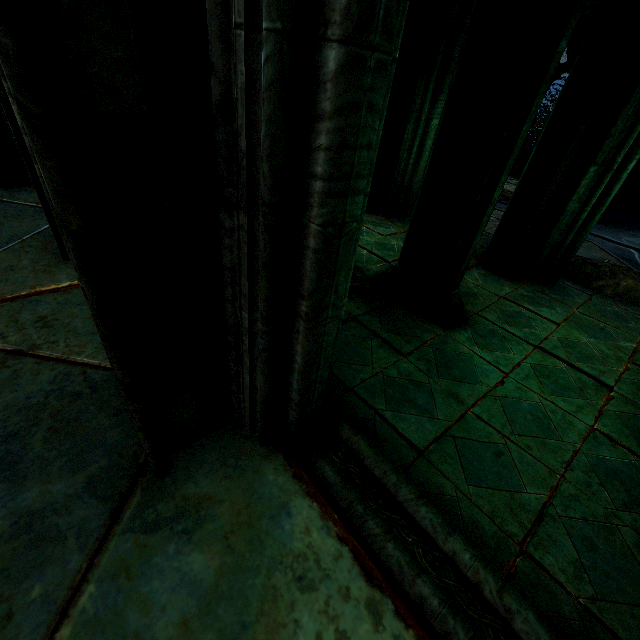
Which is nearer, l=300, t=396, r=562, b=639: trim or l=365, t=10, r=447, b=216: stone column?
l=300, t=396, r=562, b=639: trim

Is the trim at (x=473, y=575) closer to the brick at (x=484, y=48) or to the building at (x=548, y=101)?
the building at (x=548, y=101)

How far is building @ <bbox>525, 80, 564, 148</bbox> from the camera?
22.88m

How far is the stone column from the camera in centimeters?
534cm

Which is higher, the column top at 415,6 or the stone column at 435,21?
the column top at 415,6

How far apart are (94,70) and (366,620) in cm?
250

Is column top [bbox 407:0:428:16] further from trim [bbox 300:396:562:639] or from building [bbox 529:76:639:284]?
trim [bbox 300:396:562:639]
